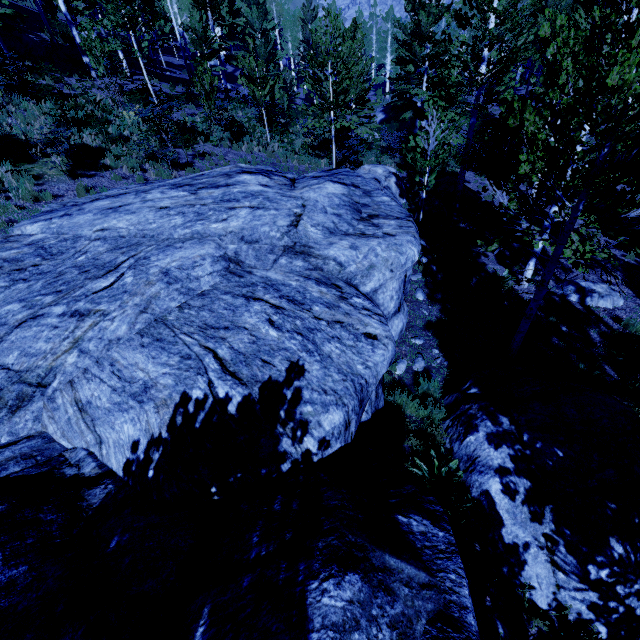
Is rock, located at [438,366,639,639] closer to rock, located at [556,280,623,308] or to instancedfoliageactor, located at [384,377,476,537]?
instancedfoliageactor, located at [384,377,476,537]

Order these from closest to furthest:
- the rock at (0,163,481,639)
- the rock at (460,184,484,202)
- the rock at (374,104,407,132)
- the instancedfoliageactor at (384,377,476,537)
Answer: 1. the rock at (0,163,481,639)
2. the instancedfoliageactor at (384,377,476,537)
3. the rock at (460,184,484,202)
4. the rock at (374,104,407,132)

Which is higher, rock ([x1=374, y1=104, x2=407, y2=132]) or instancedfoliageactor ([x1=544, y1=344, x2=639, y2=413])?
instancedfoliageactor ([x1=544, y1=344, x2=639, y2=413])

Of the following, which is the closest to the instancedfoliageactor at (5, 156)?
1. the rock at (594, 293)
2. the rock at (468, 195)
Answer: the rock at (468, 195)

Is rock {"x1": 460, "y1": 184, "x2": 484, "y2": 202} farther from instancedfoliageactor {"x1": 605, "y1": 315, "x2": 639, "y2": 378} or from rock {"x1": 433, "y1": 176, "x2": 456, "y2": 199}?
rock {"x1": 433, "y1": 176, "x2": 456, "y2": 199}

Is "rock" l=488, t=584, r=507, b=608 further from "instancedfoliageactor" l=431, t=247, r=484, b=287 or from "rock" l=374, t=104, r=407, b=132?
"rock" l=374, t=104, r=407, b=132

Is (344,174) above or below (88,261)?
below

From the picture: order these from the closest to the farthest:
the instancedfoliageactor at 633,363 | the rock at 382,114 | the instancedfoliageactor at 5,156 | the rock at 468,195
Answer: the instancedfoliageactor at 633,363 → the instancedfoliageactor at 5,156 → the rock at 468,195 → the rock at 382,114
